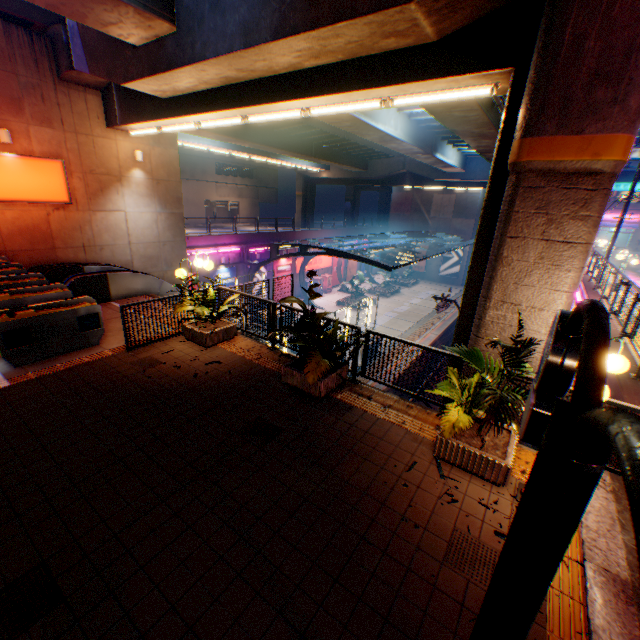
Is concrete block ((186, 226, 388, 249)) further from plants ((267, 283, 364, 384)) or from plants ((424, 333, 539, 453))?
plants ((424, 333, 539, 453))

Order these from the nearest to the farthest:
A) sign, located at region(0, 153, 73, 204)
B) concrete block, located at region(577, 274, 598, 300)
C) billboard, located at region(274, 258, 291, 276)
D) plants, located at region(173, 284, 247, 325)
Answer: plants, located at region(173, 284, 247, 325) < sign, located at region(0, 153, 73, 204) < concrete block, located at region(577, 274, 598, 300) < billboard, located at region(274, 258, 291, 276)

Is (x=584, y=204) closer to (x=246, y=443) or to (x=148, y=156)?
(x=246, y=443)

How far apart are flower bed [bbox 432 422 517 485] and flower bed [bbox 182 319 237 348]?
5.79m

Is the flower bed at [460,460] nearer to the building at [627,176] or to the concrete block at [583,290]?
the concrete block at [583,290]

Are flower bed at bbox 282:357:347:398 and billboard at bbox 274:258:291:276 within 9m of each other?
no

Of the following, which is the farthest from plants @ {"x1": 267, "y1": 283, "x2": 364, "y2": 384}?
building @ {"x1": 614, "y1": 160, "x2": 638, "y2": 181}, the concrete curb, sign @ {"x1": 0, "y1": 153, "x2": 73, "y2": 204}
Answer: building @ {"x1": 614, "y1": 160, "x2": 638, "y2": 181}

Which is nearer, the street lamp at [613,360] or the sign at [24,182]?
the street lamp at [613,360]
